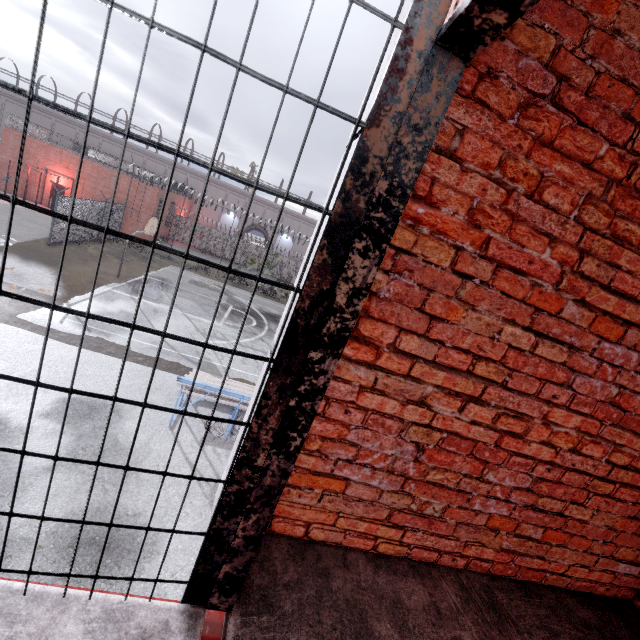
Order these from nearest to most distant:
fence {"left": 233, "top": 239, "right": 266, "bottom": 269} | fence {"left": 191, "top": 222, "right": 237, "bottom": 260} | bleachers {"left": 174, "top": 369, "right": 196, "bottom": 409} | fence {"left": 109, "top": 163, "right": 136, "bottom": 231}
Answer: bleachers {"left": 174, "top": 369, "right": 196, "bottom": 409}, fence {"left": 109, "top": 163, "right": 136, "bottom": 231}, fence {"left": 191, "top": 222, "right": 237, "bottom": 260}, fence {"left": 233, "top": 239, "right": 266, "bottom": 269}

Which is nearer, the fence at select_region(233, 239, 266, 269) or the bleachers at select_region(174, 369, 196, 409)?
the bleachers at select_region(174, 369, 196, 409)

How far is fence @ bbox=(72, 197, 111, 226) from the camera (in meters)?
19.36

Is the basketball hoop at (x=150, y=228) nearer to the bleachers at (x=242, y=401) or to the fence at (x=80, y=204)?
the fence at (x=80, y=204)

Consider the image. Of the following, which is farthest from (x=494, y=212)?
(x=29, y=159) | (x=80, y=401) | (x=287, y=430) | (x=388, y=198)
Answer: (x=29, y=159)

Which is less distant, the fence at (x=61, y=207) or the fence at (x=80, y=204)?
the fence at (x=61, y=207)

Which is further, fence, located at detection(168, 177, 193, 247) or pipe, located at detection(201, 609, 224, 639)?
fence, located at detection(168, 177, 193, 247)

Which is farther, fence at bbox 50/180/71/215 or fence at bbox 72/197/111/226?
fence at bbox 72/197/111/226
